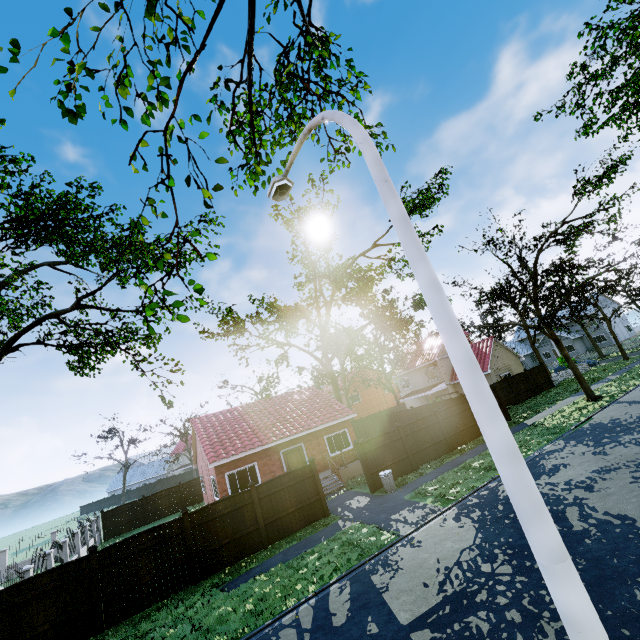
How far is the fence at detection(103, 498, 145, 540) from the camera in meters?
28.6

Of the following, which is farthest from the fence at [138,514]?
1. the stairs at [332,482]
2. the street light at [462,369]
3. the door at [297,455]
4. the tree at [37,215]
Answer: the door at [297,455]

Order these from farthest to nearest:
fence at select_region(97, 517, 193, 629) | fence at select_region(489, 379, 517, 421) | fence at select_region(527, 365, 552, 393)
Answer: fence at select_region(527, 365, 552, 393), fence at select_region(489, 379, 517, 421), fence at select_region(97, 517, 193, 629)

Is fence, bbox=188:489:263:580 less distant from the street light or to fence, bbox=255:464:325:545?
fence, bbox=255:464:325:545

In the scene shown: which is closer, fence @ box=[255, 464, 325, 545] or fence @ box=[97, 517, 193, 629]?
fence @ box=[97, 517, 193, 629]

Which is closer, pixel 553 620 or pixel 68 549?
pixel 553 620

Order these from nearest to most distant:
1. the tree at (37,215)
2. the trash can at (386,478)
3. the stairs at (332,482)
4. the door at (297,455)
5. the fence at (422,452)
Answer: the tree at (37,215) < the trash can at (386,478) < the fence at (422,452) < the stairs at (332,482) < the door at (297,455)

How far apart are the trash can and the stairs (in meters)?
3.72
